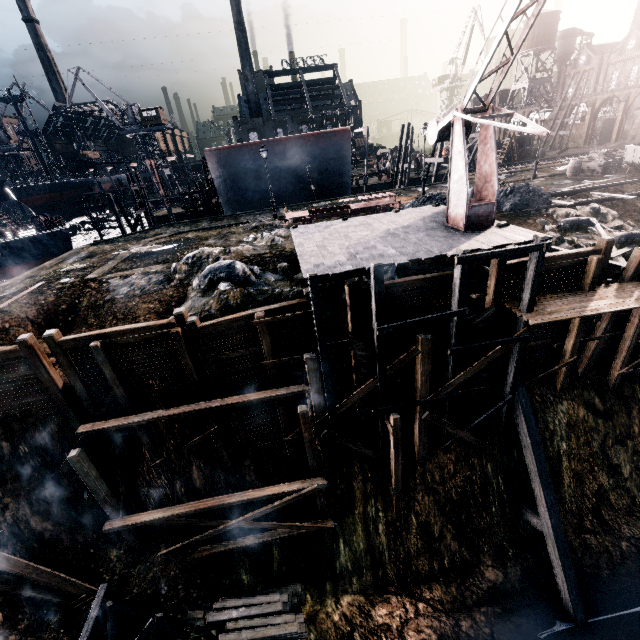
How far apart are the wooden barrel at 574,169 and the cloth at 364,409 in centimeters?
2947cm

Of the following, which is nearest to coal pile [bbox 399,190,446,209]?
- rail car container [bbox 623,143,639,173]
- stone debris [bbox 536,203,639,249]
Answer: stone debris [bbox 536,203,639,249]

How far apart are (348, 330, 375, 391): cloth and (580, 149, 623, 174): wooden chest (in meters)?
29.30

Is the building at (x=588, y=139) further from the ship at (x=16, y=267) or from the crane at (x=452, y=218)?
the ship at (x=16, y=267)

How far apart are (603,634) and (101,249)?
37.6m

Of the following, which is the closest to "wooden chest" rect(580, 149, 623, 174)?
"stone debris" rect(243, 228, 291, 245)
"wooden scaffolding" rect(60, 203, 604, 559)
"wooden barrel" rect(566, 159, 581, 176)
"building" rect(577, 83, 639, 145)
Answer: "wooden barrel" rect(566, 159, 581, 176)

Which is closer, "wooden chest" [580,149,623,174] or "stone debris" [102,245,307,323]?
"stone debris" [102,245,307,323]

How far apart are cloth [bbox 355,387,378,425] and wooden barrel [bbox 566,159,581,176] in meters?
29.5
